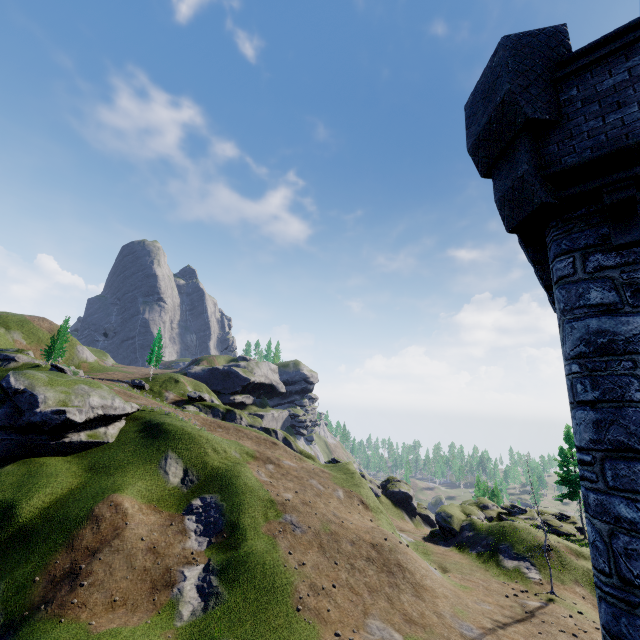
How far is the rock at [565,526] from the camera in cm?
3893

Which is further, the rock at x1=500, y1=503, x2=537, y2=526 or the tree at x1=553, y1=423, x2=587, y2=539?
the rock at x1=500, y1=503, x2=537, y2=526

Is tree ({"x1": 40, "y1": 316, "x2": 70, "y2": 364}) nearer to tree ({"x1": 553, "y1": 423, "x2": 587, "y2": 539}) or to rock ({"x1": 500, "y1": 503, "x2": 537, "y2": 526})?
rock ({"x1": 500, "y1": 503, "x2": 537, "y2": 526})

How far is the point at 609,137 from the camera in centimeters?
454cm

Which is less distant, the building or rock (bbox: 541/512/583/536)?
the building

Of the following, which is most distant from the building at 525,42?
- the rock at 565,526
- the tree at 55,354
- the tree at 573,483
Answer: the tree at 55,354

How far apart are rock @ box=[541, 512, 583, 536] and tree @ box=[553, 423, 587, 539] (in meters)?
6.55

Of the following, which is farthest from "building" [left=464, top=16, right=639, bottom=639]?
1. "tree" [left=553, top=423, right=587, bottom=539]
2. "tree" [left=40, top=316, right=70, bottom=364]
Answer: "tree" [left=40, top=316, right=70, bottom=364]
